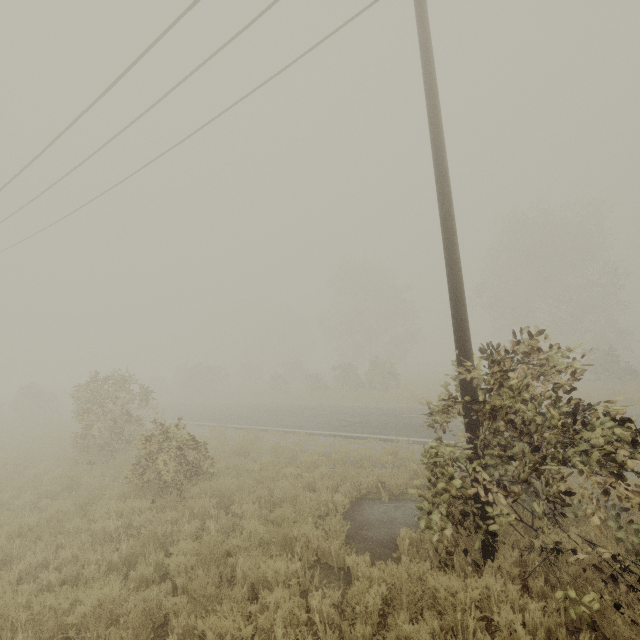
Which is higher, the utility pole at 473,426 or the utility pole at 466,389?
the utility pole at 466,389

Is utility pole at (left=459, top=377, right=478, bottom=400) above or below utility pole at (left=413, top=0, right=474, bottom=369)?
below

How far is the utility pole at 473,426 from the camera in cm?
514

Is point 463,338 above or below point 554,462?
above

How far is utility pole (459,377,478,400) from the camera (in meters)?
5.21
